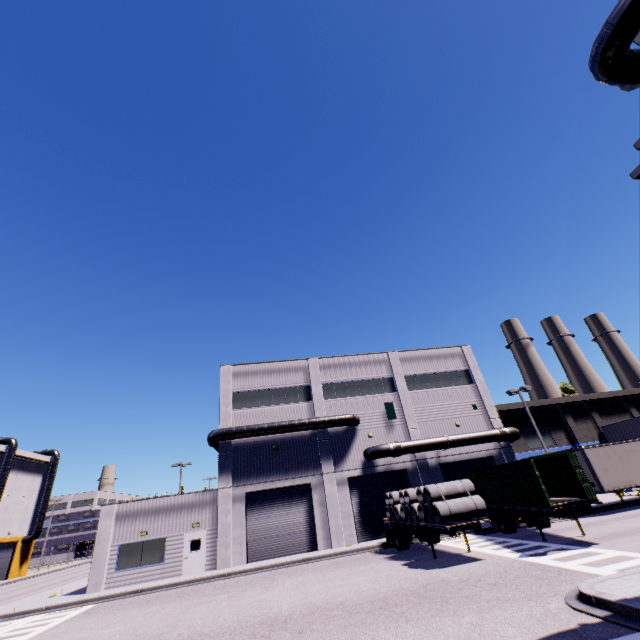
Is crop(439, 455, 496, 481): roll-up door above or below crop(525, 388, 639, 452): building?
below

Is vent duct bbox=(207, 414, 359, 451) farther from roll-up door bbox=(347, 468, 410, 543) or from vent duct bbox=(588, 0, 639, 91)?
vent duct bbox=(588, 0, 639, 91)

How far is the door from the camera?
21.75m

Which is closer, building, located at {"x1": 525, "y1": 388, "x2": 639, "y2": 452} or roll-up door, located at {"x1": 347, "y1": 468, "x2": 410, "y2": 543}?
roll-up door, located at {"x1": 347, "y1": 468, "x2": 410, "y2": 543}

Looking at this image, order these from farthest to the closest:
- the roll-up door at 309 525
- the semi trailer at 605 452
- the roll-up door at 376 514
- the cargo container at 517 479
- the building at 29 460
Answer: the building at 29 460 < the roll-up door at 376 514 < the roll-up door at 309 525 < the semi trailer at 605 452 < the cargo container at 517 479

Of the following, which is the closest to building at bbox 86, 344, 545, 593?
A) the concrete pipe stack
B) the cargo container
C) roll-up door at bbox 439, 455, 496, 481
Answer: roll-up door at bbox 439, 455, 496, 481

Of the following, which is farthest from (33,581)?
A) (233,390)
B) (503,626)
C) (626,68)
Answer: (626,68)

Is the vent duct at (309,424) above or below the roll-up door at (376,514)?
above
